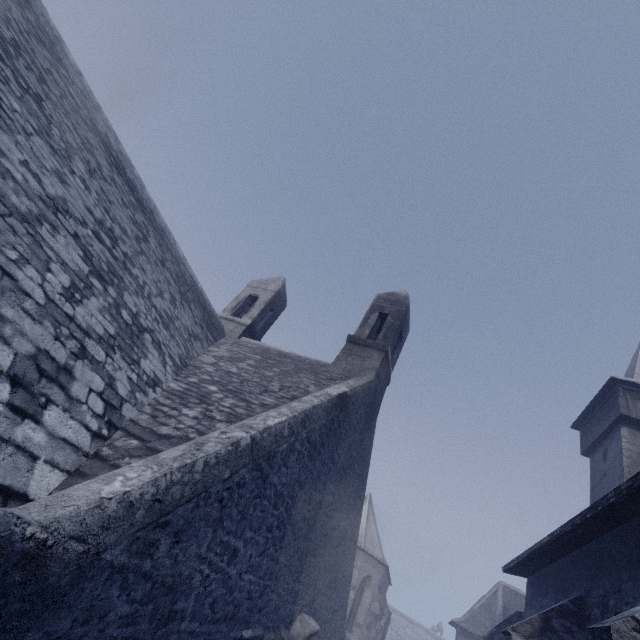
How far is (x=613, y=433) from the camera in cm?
1300

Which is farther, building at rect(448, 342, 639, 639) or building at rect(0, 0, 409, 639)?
building at rect(448, 342, 639, 639)

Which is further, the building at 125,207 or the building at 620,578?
the building at 620,578
